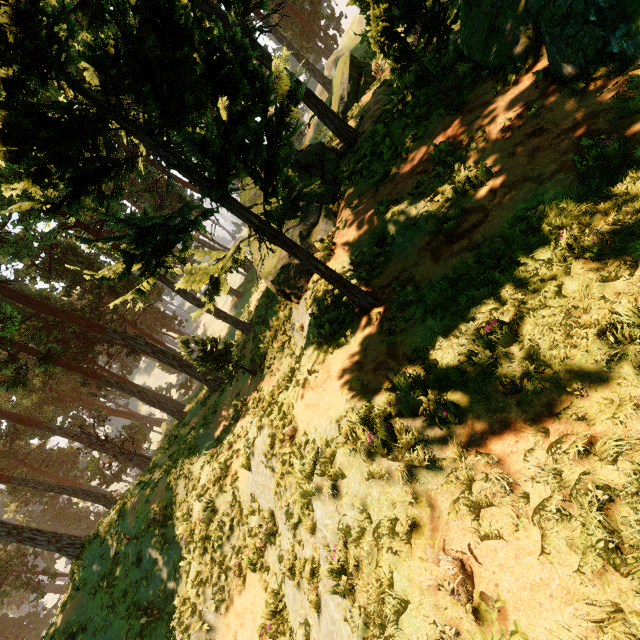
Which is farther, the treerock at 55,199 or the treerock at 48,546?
the treerock at 48,546

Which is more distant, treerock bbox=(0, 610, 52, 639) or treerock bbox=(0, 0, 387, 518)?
treerock bbox=(0, 610, 52, 639)

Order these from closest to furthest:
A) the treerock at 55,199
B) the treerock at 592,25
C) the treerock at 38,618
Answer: the treerock at 55,199 < the treerock at 592,25 < the treerock at 38,618

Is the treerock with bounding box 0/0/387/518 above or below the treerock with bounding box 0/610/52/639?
above

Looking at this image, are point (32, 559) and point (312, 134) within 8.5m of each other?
no

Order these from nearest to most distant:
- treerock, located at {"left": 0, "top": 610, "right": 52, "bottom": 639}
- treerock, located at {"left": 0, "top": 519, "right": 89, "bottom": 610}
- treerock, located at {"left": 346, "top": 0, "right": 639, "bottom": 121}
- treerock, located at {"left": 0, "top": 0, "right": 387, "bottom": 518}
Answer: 1. treerock, located at {"left": 0, "top": 0, "right": 387, "bottom": 518}
2. treerock, located at {"left": 346, "top": 0, "right": 639, "bottom": 121}
3. treerock, located at {"left": 0, "top": 519, "right": 89, "bottom": 610}
4. treerock, located at {"left": 0, "top": 610, "right": 52, "bottom": 639}
